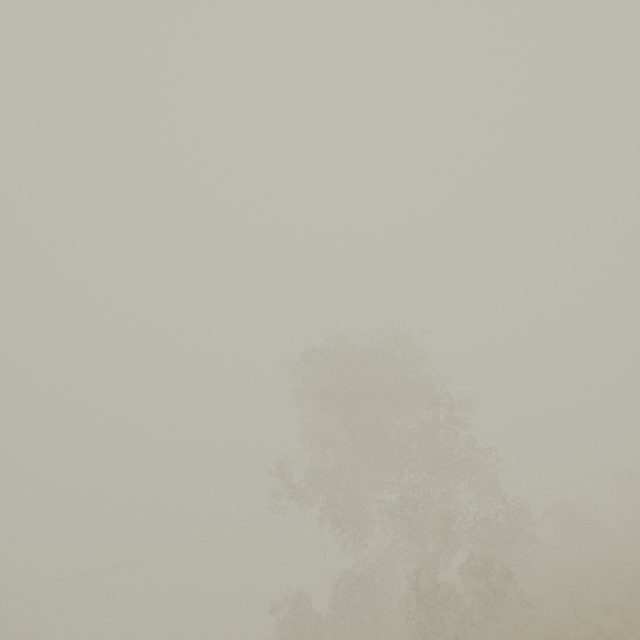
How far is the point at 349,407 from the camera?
22.22m
